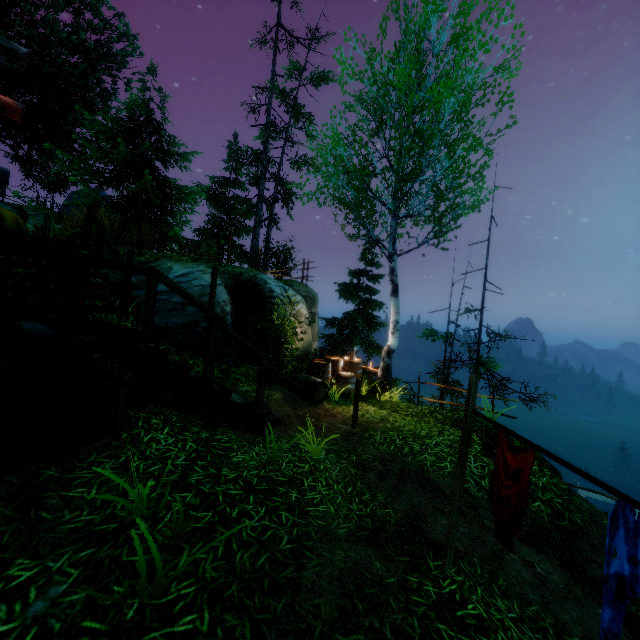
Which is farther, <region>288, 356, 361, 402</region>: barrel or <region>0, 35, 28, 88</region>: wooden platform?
<region>288, 356, 361, 402</region>: barrel

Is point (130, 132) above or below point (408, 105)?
above

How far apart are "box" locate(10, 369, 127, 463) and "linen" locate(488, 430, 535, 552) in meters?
4.6

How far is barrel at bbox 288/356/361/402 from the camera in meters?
9.0

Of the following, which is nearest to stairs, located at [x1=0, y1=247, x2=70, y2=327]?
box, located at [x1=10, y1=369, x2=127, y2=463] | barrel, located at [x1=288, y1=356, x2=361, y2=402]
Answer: box, located at [x1=10, y1=369, x2=127, y2=463]

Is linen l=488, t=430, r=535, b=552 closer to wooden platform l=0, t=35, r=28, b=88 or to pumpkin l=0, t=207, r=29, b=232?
wooden platform l=0, t=35, r=28, b=88

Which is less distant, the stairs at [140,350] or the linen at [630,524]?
the linen at [630,524]

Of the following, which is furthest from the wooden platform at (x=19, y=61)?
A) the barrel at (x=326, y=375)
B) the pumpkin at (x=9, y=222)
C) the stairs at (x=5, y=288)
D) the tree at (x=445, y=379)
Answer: the tree at (x=445, y=379)
